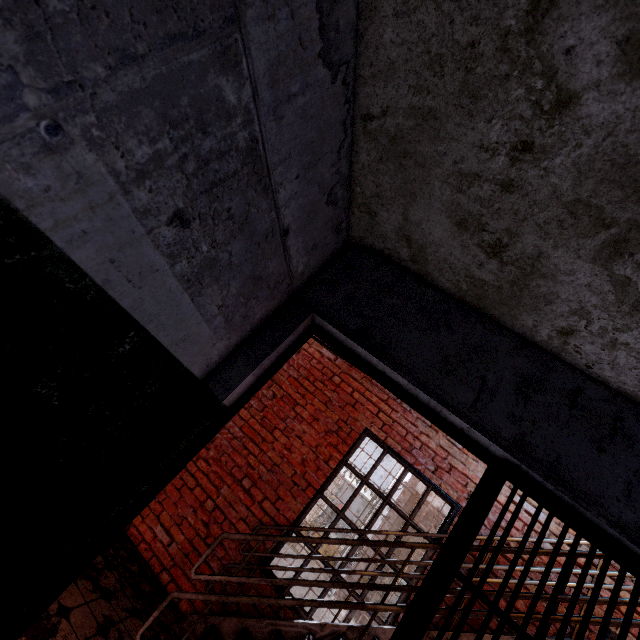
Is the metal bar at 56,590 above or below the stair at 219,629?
above

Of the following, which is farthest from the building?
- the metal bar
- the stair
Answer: the stair

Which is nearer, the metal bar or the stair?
the metal bar

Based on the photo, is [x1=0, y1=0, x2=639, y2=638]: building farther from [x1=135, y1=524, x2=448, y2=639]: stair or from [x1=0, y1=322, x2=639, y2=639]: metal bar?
[x1=135, y1=524, x2=448, y2=639]: stair

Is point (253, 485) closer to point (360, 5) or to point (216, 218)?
point (216, 218)

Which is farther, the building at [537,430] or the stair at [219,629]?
the stair at [219,629]
